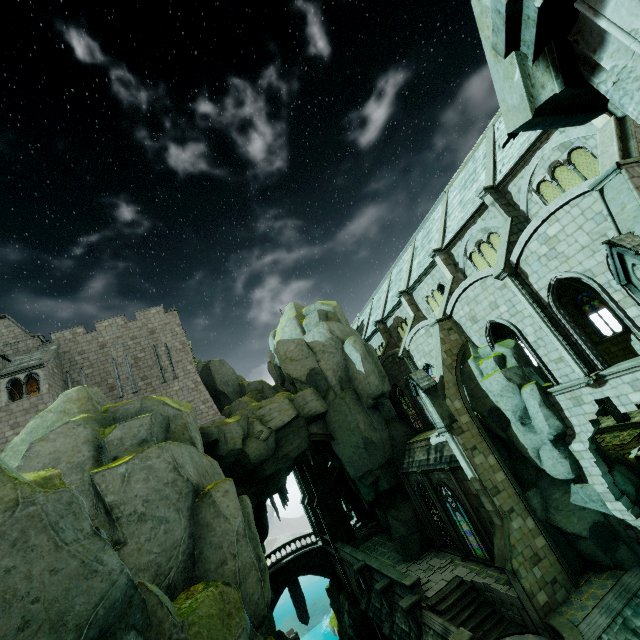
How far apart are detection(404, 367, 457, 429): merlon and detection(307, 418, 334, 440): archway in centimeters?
1012cm

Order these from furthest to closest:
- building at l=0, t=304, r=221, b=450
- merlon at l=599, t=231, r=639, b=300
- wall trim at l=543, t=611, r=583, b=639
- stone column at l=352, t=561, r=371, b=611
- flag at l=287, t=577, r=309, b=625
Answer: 1. flag at l=287, t=577, r=309, b=625
2. stone column at l=352, t=561, r=371, b=611
3. building at l=0, t=304, r=221, b=450
4. wall trim at l=543, t=611, r=583, b=639
5. merlon at l=599, t=231, r=639, b=300

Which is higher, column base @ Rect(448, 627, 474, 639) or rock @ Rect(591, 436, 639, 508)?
rock @ Rect(591, 436, 639, 508)

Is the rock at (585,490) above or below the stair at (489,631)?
above

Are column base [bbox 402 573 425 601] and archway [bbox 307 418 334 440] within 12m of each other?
yes

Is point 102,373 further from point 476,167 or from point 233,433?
point 476,167

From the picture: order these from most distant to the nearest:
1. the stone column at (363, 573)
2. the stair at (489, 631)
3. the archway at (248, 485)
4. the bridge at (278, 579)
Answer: the bridge at (278, 579) < the stone column at (363, 573) < the archway at (248, 485) < the stair at (489, 631)

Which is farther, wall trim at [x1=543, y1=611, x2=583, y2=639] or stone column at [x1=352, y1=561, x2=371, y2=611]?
stone column at [x1=352, y1=561, x2=371, y2=611]
